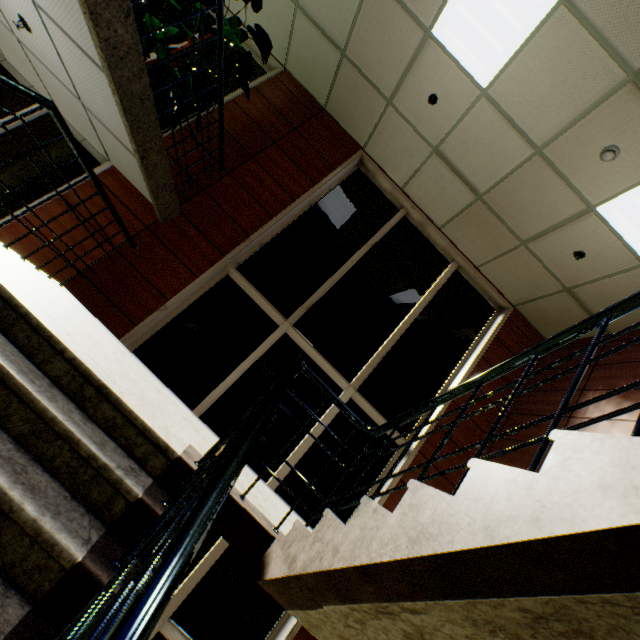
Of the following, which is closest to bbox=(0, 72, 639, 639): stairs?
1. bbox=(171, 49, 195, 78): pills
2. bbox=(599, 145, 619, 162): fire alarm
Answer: bbox=(171, 49, 195, 78): pills

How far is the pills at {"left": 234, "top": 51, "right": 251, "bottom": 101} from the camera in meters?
4.5

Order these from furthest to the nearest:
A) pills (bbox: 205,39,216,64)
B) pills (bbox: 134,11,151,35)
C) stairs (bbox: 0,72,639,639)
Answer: pills (bbox: 205,39,216,64) → pills (bbox: 134,11,151,35) → stairs (bbox: 0,72,639,639)

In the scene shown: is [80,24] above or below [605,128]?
below

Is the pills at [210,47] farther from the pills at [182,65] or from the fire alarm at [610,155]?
the fire alarm at [610,155]

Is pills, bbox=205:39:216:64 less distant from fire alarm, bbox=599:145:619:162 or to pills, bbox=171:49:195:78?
pills, bbox=171:49:195:78

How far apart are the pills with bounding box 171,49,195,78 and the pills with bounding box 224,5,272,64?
0.2m

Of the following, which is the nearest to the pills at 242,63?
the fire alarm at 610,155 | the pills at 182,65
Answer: the pills at 182,65
